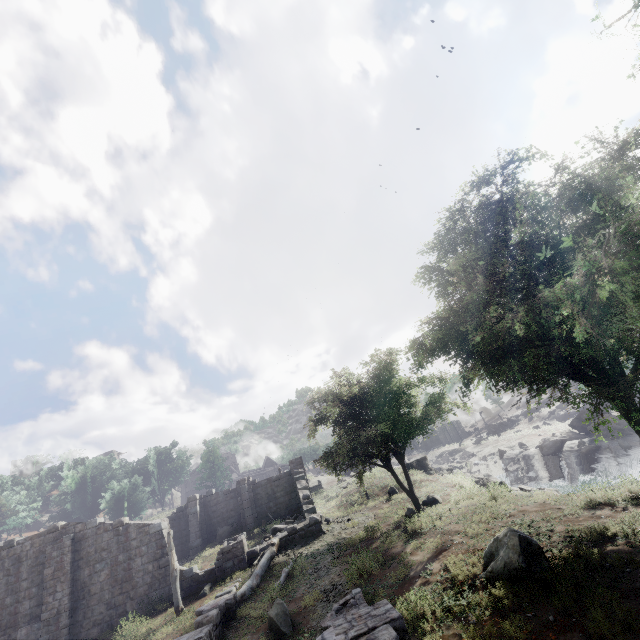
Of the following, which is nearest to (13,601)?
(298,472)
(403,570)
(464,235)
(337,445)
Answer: (298,472)

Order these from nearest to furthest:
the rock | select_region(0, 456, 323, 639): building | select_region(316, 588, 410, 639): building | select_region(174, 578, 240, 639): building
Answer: select_region(316, 588, 410, 639): building
select_region(174, 578, 240, 639): building
select_region(0, 456, 323, 639): building
the rock

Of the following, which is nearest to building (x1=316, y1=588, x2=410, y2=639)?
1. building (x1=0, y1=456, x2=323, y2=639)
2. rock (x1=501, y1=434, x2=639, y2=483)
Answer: building (x1=0, y1=456, x2=323, y2=639)

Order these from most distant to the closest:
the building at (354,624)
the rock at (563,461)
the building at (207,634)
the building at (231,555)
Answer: the rock at (563,461), the building at (231,555), the building at (207,634), the building at (354,624)

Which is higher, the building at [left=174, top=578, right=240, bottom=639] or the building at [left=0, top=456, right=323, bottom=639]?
the building at [left=0, top=456, right=323, bottom=639]

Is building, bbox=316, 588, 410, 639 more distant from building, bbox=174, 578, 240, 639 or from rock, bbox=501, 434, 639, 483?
rock, bbox=501, 434, 639, 483

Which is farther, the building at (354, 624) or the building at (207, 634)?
the building at (207, 634)
